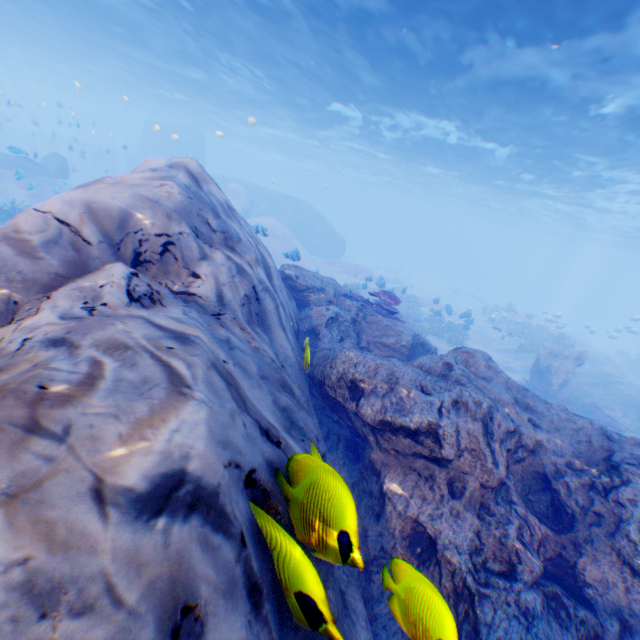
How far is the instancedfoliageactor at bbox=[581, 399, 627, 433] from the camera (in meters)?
12.61

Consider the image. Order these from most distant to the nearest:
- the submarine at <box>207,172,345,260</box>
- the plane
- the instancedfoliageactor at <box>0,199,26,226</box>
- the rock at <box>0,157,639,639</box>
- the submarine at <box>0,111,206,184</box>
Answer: →
1. the submarine at <box>0,111,206,184</box>
2. the submarine at <box>207,172,345,260</box>
3. the plane
4. the instancedfoliageactor at <box>0,199,26,226</box>
5. the rock at <box>0,157,639,639</box>

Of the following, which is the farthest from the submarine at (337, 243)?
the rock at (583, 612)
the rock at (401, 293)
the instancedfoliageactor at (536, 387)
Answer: the instancedfoliageactor at (536, 387)

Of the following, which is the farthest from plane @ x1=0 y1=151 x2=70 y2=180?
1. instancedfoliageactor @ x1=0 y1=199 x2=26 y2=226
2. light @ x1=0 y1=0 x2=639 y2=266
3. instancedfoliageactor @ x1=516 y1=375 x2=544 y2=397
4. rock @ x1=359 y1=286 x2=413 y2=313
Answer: instancedfoliageactor @ x1=516 y1=375 x2=544 y2=397

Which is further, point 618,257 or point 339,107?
point 618,257

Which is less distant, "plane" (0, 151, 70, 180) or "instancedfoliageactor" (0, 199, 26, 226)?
"instancedfoliageactor" (0, 199, 26, 226)

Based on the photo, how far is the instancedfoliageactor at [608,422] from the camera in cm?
1261

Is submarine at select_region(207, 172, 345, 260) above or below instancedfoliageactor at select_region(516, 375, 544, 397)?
above
